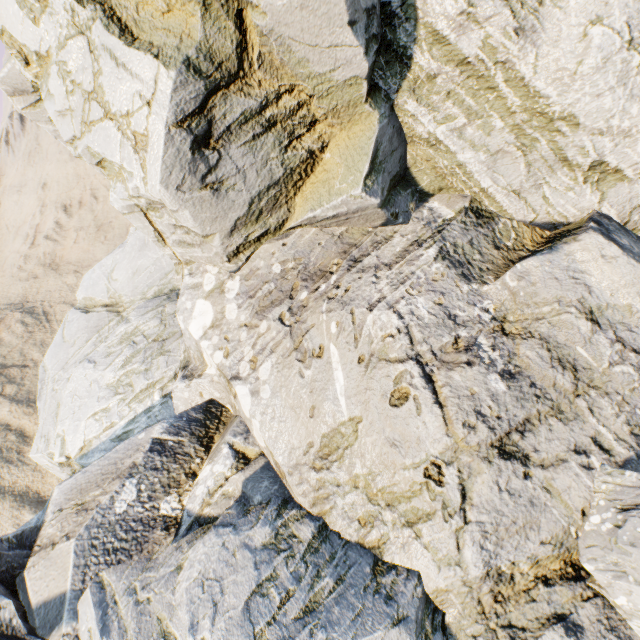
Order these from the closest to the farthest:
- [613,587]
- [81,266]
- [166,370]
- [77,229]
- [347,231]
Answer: [613,587], [347,231], [166,370], [81,266], [77,229]
